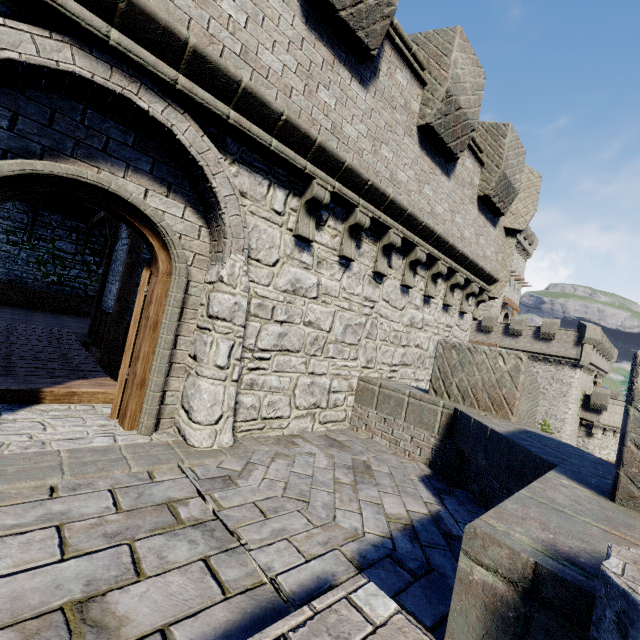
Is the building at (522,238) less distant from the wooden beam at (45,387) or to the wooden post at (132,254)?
the wooden post at (132,254)

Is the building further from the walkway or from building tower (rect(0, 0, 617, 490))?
the walkway

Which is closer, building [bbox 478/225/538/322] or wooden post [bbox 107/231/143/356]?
wooden post [bbox 107/231/143/356]

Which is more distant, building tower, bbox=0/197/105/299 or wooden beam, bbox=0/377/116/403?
building tower, bbox=0/197/105/299

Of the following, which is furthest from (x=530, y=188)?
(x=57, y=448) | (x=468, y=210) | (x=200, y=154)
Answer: (x=57, y=448)

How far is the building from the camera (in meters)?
44.38

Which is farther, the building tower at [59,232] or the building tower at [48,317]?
the building tower at [59,232]

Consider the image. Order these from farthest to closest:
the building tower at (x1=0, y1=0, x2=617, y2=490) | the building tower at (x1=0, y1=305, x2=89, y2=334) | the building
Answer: the building, the building tower at (x1=0, y1=305, x2=89, y2=334), the building tower at (x1=0, y1=0, x2=617, y2=490)
